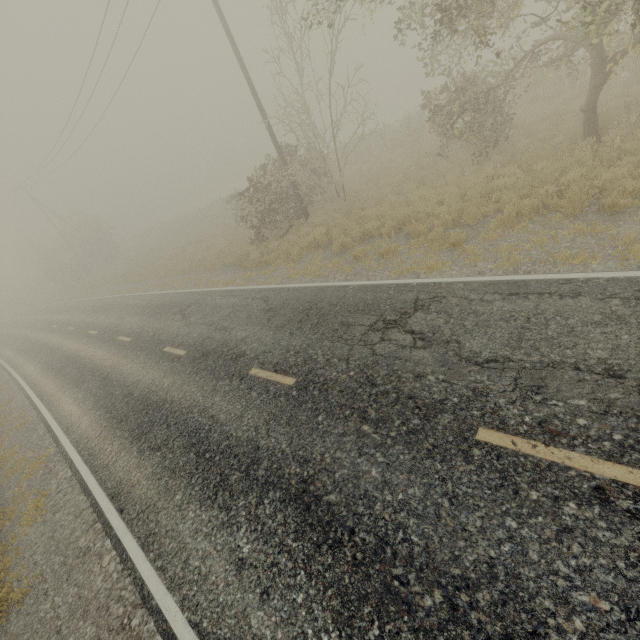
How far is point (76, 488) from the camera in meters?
7.3
